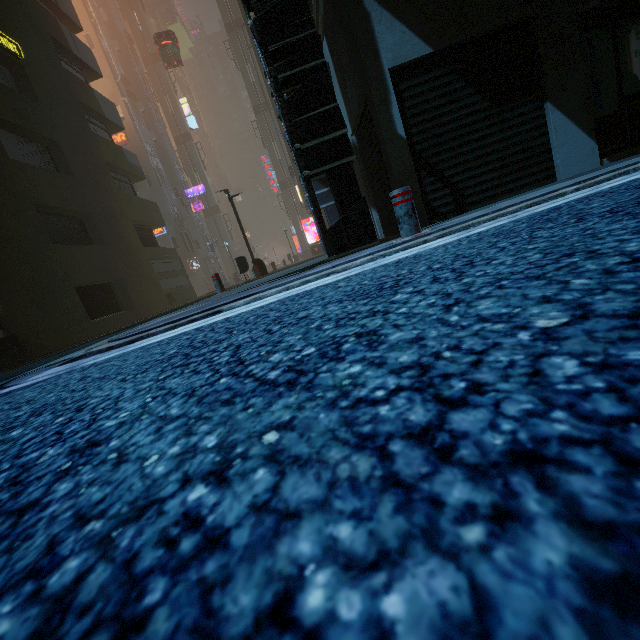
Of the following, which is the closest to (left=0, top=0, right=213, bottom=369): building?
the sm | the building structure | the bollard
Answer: the building structure

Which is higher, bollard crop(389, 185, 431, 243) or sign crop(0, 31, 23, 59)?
sign crop(0, 31, 23, 59)

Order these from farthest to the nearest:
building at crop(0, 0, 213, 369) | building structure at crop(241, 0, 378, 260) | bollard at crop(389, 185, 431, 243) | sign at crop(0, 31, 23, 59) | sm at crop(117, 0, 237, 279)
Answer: sm at crop(117, 0, 237, 279) < sign at crop(0, 31, 23, 59) < building at crop(0, 0, 213, 369) < building structure at crop(241, 0, 378, 260) < bollard at crop(389, 185, 431, 243)

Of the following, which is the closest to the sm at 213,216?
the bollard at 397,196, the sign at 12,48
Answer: the sign at 12,48

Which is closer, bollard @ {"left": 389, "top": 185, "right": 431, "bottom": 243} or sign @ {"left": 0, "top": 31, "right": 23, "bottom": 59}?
bollard @ {"left": 389, "top": 185, "right": 431, "bottom": 243}

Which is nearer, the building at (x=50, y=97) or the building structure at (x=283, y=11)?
the building structure at (x=283, y=11)

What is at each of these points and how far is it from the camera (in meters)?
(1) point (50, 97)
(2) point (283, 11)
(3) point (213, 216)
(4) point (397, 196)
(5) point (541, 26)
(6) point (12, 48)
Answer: (1) building, 13.87
(2) building structure, 4.83
(3) sm, 41.25
(4) bollard, 3.56
(5) building, 4.92
(6) sign, 12.46

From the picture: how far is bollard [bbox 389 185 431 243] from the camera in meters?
3.5
